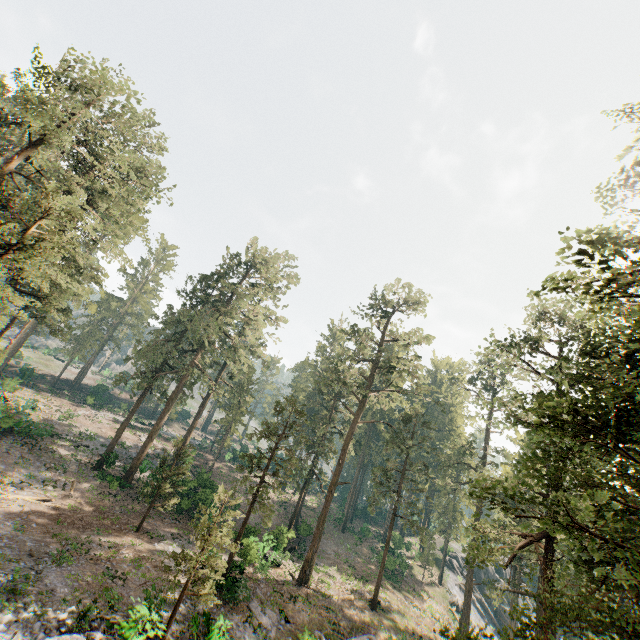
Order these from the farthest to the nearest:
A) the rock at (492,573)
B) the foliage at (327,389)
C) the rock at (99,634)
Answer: the rock at (492,573), the rock at (99,634), the foliage at (327,389)

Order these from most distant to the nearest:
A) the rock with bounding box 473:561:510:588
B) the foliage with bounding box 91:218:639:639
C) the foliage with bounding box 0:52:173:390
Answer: the rock with bounding box 473:561:510:588 → the foliage with bounding box 0:52:173:390 → the foliage with bounding box 91:218:639:639

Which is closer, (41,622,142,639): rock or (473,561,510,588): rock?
(41,622,142,639): rock

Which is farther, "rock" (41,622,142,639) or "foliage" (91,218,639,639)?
"rock" (41,622,142,639)

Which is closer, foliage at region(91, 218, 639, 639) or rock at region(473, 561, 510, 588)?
foliage at region(91, 218, 639, 639)

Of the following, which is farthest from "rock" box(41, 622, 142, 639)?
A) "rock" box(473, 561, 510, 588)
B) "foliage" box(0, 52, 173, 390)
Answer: "rock" box(473, 561, 510, 588)

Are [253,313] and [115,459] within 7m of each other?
no

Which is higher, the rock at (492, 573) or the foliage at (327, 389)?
the foliage at (327, 389)
